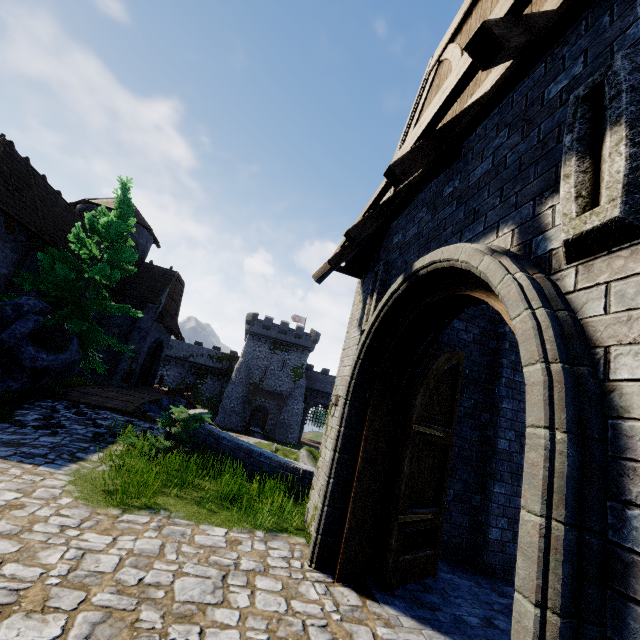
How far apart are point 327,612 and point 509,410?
4.6m

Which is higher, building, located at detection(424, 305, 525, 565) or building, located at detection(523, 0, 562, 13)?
building, located at detection(523, 0, 562, 13)

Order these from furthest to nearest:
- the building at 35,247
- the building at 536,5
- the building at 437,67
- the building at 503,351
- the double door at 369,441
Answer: the building at 35,247, the building at 503,351, the building at 437,67, the building at 536,5, the double door at 369,441

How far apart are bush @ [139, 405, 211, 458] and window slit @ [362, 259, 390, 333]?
5.09m

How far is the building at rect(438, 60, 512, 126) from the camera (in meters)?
3.60

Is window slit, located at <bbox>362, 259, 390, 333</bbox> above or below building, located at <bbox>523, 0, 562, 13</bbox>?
below

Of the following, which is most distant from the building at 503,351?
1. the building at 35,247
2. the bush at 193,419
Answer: the building at 35,247

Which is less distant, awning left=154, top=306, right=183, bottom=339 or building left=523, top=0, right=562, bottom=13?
building left=523, top=0, right=562, bottom=13
